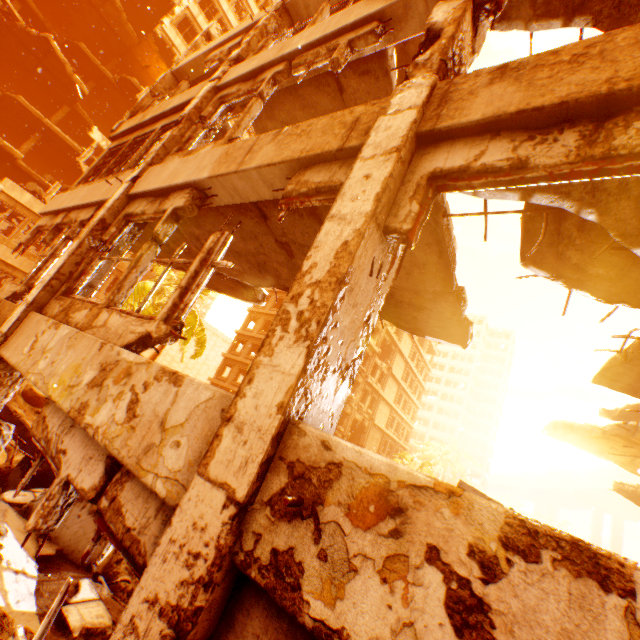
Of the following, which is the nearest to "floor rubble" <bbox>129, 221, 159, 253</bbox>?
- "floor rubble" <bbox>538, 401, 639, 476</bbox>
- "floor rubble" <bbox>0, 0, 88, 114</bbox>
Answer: "floor rubble" <bbox>538, 401, 639, 476</bbox>

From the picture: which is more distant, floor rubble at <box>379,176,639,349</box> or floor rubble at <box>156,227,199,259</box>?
floor rubble at <box>156,227,199,259</box>

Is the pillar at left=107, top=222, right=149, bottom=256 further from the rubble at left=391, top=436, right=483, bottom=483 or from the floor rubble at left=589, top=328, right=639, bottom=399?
the rubble at left=391, top=436, right=483, bottom=483

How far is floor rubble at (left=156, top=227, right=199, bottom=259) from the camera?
6.76m

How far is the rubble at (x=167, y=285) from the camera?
18.0 meters

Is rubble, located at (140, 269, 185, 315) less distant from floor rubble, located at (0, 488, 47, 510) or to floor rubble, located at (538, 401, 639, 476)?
floor rubble, located at (0, 488, 47, 510)

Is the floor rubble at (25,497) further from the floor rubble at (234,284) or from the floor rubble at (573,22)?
the floor rubble at (573,22)

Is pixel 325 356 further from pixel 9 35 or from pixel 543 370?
pixel 543 370
